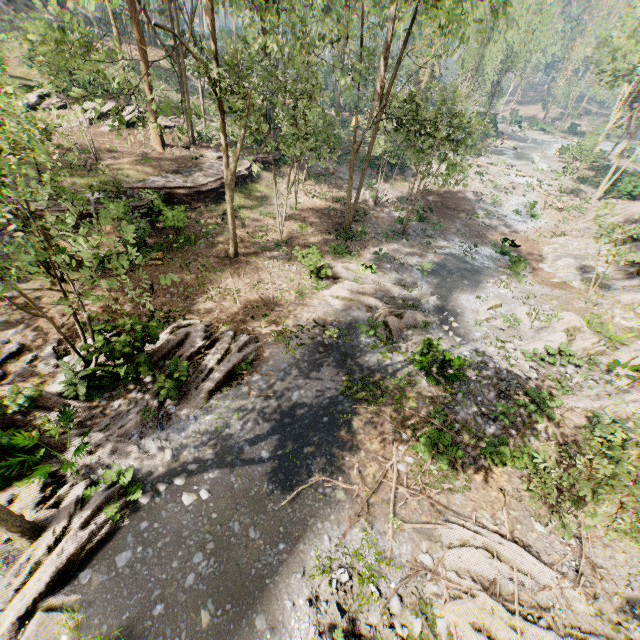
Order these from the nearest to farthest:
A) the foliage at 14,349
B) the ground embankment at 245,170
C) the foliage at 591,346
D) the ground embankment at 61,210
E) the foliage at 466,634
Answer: the foliage at 466,634 < the foliage at 14,349 < the foliage at 591,346 < the ground embankment at 61,210 < the ground embankment at 245,170

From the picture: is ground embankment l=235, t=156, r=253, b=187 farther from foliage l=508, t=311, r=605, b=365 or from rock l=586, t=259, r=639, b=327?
rock l=586, t=259, r=639, b=327

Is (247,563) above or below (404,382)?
below

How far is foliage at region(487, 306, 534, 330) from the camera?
17.23m

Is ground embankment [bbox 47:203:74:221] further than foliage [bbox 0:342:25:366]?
Yes

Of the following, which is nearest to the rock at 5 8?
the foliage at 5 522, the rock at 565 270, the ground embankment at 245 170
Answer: the foliage at 5 522

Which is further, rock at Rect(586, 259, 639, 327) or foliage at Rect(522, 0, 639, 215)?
foliage at Rect(522, 0, 639, 215)
